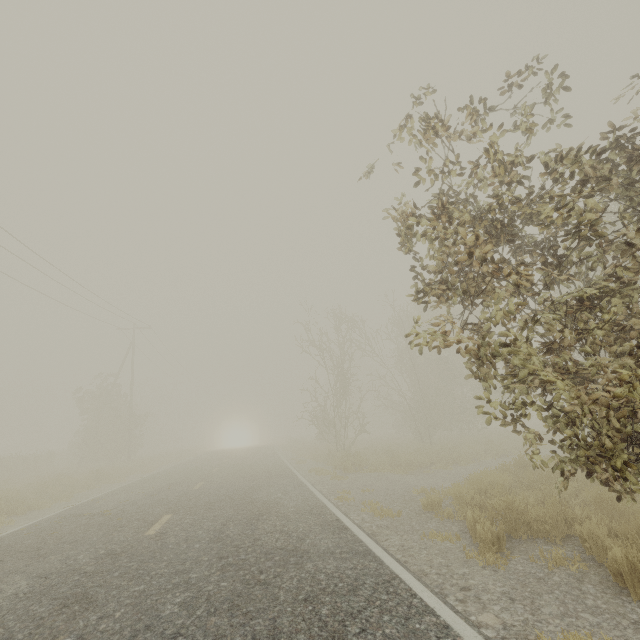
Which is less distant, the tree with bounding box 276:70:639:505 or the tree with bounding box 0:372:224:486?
the tree with bounding box 276:70:639:505

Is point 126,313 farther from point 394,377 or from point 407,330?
point 407,330

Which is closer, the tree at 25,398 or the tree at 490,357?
the tree at 490,357
